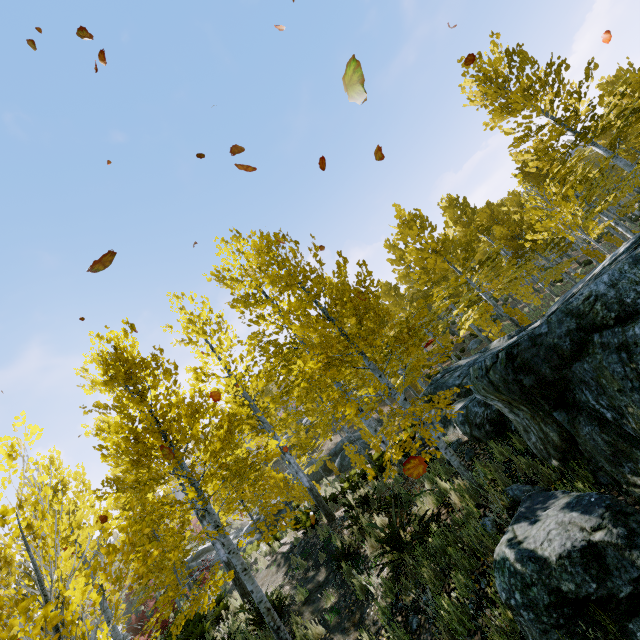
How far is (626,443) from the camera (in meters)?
3.48

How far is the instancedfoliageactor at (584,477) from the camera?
3.91m

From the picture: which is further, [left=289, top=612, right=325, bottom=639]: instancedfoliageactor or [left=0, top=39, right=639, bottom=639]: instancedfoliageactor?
[left=289, top=612, right=325, bottom=639]: instancedfoliageactor

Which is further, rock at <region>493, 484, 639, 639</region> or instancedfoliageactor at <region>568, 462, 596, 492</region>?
instancedfoliageactor at <region>568, 462, 596, 492</region>

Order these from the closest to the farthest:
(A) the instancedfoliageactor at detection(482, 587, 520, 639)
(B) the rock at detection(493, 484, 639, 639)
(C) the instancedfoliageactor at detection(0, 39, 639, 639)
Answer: (B) the rock at detection(493, 484, 639, 639), (A) the instancedfoliageactor at detection(482, 587, 520, 639), (C) the instancedfoliageactor at detection(0, 39, 639, 639)

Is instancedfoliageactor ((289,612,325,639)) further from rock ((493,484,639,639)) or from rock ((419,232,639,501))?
rock ((493,484,639,639))

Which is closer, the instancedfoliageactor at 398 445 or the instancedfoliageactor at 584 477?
the instancedfoliageactor at 584 477
